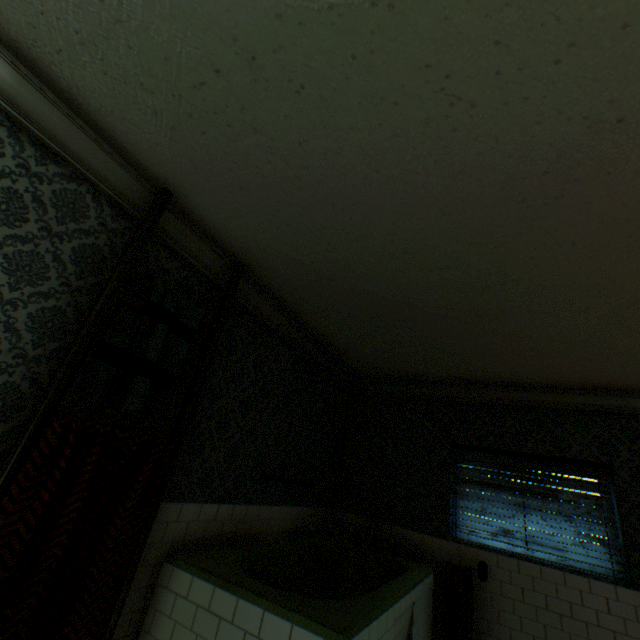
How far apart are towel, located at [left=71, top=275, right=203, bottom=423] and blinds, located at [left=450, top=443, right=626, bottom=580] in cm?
391

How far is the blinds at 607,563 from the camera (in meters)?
3.56

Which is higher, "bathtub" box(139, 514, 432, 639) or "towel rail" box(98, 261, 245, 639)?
"towel rail" box(98, 261, 245, 639)

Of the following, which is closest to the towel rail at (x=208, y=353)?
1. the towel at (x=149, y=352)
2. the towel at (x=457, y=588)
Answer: the towel at (x=149, y=352)

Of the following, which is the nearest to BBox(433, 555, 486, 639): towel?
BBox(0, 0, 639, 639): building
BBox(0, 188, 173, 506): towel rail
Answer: BBox(0, 0, 639, 639): building

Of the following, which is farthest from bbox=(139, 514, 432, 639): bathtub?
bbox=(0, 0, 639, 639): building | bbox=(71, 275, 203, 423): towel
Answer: bbox=(71, 275, 203, 423): towel

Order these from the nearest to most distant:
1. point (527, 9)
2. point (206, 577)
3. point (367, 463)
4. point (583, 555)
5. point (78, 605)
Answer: point (527, 9) < point (78, 605) < point (206, 577) < point (583, 555) < point (367, 463)

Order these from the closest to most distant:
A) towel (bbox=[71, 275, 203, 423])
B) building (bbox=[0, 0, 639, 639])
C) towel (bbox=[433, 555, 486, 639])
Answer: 1. building (bbox=[0, 0, 639, 639])
2. towel (bbox=[71, 275, 203, 423])
3. towel (bbox=[433, 555, 486, 639])
